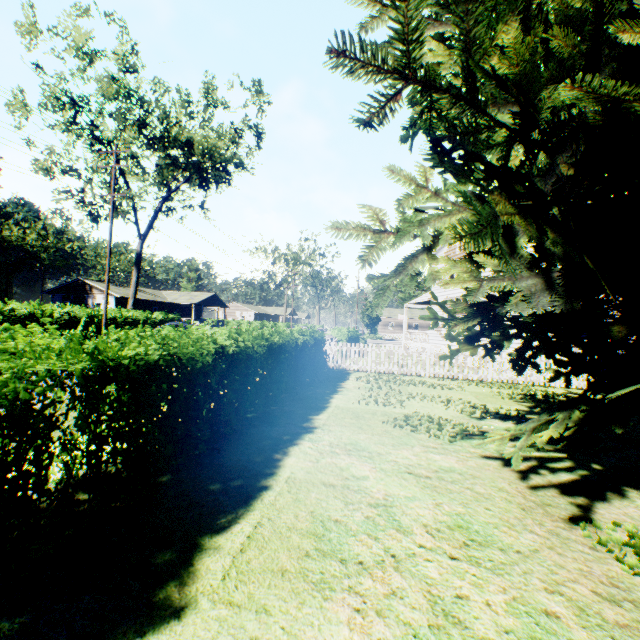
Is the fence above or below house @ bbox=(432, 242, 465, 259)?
below

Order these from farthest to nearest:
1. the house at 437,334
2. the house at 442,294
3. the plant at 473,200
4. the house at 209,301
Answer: the house at 209,301 < the house at 437,334 < the house at 442,294 < the plant at 473,200

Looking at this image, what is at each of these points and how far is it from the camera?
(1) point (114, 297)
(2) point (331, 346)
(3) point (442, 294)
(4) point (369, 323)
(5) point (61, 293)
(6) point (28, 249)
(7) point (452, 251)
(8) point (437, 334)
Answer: (1) house, 41.9m
(2) fence, 14.8m
(3) house, 23.1m
(4) tree, 55.5m
(5) house, 43.7m
(6) plant, 58.1m
(7) house, 22.1m
(8) house, 23.5m

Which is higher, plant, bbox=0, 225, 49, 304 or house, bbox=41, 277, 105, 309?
plant, bbox=0, 225, 49, 304

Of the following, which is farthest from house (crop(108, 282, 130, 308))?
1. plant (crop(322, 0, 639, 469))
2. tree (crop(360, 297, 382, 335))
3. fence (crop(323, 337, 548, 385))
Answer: fence (crop(323, 337, 548, 385))

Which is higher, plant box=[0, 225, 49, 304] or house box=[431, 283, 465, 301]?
plant box=[0, 225, 49, 304]

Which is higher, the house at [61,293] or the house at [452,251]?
the house at [452,251]

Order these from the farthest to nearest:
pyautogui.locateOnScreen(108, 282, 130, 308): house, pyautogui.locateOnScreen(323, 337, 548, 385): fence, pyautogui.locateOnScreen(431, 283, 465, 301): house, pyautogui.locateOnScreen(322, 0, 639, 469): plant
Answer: pyautogui.locateOnScreen(108, 282, 130, 308): house → pyautogui.locateOnScreen(431, 283, 465, 301): house → pyautogui.locateOnScreen(323, 337, 548, 385): fence → pyautogui.locateOnScreen(322, 0, 639, 469): plant
